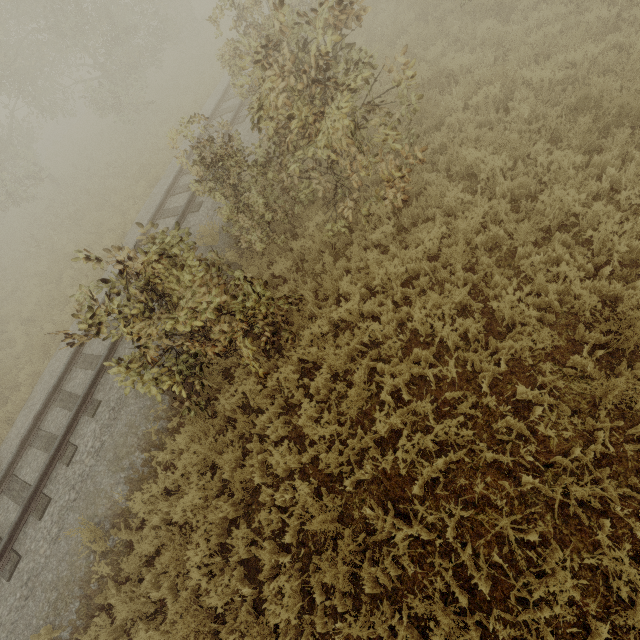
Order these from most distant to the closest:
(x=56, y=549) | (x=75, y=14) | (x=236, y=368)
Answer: (x=75, y=14)
(x=236, y=368)
(x=56, y=549)
